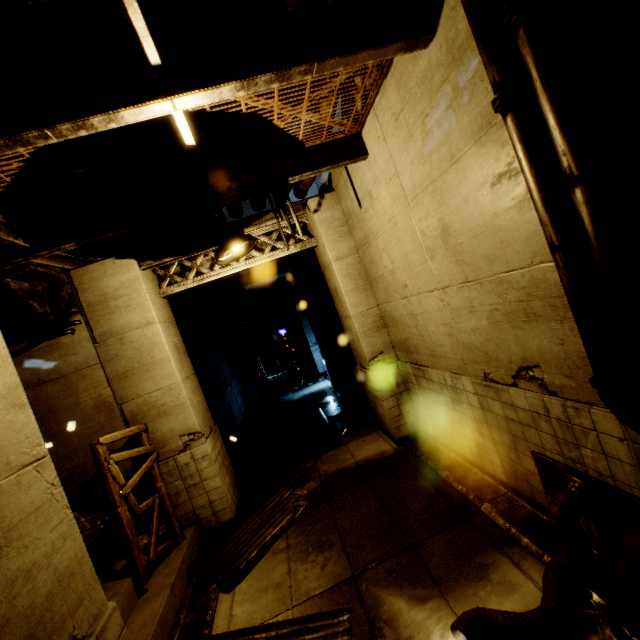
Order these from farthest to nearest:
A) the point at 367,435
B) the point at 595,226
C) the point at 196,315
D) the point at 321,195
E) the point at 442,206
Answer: the point at 196,315 < the point at 367,435 < the point at 321,195 < the point at 442,206 < the point at 595,226

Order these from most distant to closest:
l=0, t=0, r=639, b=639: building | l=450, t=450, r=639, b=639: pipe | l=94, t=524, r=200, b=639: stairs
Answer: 1. l=94, t=524, r=200, b=639: stairs
2. l=450, t=450, r=639, b=639: pipe
3. l=0, t=0, r=639, b=639: building

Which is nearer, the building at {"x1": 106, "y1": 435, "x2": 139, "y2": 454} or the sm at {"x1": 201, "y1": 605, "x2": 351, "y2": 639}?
the sm at {"x1": 201, "y1": 605, "x2": 351, "y2": 639}

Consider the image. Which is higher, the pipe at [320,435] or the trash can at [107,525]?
the trash can at [107,525]

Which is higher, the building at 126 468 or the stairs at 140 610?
the building at 126 468

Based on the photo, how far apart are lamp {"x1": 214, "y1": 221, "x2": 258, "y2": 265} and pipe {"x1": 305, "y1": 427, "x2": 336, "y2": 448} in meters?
6.0 m

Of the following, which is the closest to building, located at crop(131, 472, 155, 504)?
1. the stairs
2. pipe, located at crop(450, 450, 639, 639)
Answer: pipe, located at crop(450, 450, 639, 639)

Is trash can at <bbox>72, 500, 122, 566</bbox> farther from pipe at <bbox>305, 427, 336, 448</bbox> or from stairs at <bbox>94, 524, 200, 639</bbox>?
pipe at <bbox>305, 427, 336, 448</bbox>
